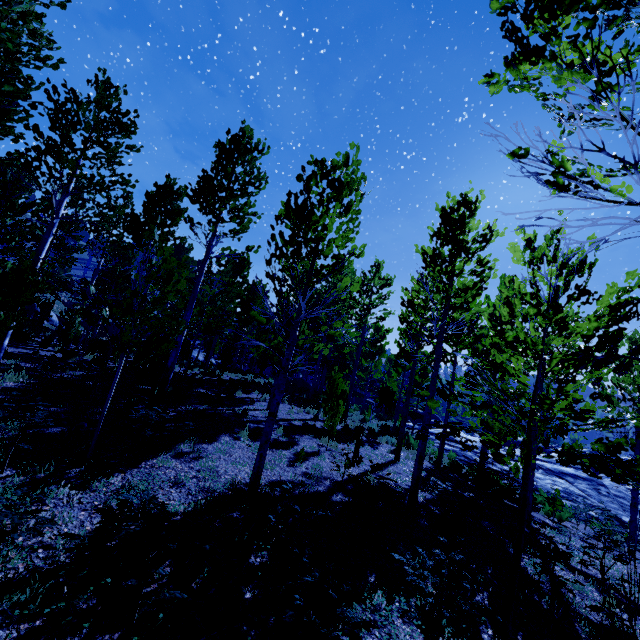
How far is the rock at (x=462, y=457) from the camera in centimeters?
2011cm

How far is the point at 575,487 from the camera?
18.3 meters

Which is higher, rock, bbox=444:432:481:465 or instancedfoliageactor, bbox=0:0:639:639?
instancedfoliageactor, bbox=0:0:639:639

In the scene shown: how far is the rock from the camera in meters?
20.1 m

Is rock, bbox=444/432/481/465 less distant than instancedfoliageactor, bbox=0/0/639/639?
No

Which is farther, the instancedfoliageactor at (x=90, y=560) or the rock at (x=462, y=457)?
the rock at (x=462, y=457)
